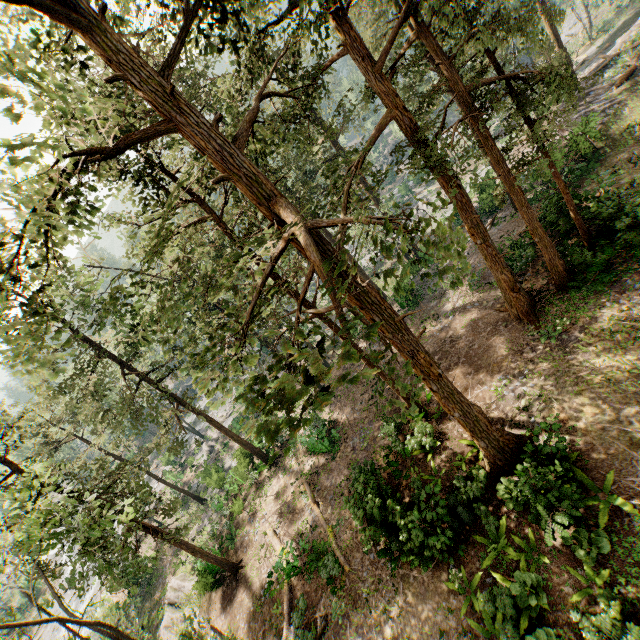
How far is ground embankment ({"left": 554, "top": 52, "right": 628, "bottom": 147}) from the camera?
20.2m

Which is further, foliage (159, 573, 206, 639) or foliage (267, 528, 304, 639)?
foliage (267, 528, 304, 639)

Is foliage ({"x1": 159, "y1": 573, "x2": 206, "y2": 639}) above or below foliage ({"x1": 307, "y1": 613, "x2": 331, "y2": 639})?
below

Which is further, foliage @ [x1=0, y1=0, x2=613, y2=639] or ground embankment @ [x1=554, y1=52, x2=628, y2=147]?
ground embankment @ [x1=554, y1=52, x2=628, y2=147]

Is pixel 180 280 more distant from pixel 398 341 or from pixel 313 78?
pixel 398 341

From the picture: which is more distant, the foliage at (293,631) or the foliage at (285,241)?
the foliage at (293,631)

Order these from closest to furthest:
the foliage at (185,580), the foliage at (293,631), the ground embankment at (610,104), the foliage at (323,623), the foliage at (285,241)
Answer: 1. the foliage at (285,241)
2. the foliage at (185,580)
3. the foliage at (323,623)
4. the foliage at (293,631)
5. the ground embankment at (610,104)
